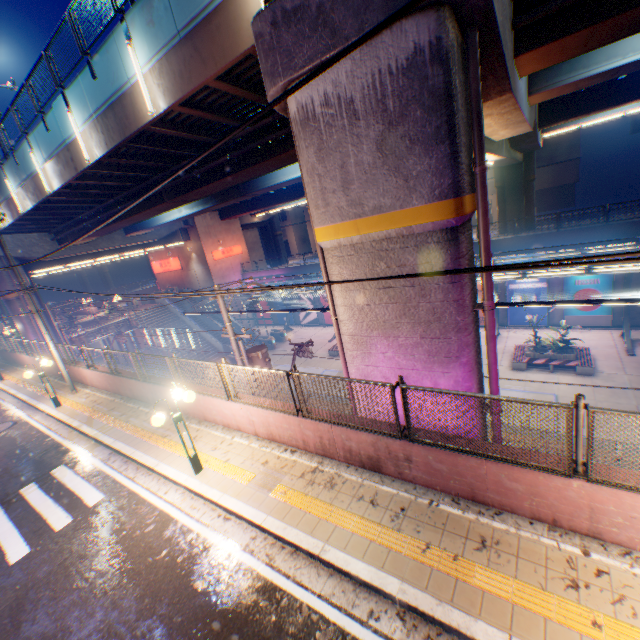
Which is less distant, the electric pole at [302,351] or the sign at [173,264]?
the electric pole at [302,351]

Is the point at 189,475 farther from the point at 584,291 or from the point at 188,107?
the point at 584,291

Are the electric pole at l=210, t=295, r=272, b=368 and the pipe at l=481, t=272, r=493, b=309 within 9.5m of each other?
yes

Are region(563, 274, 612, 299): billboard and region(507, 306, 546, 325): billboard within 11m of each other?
yes

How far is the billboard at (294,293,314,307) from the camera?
36.06m

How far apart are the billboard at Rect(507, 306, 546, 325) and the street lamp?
24.60m

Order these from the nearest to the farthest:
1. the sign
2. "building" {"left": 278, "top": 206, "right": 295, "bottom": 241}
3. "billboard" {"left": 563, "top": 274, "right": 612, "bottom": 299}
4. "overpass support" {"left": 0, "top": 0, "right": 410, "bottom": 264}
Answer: "overpass support" {"left": 0, "top": 0, "right": 410, "bottom": 264} < "billboard" {"left": 563, "top": 274, "right": 612, "bottom": 299} < the sign < "building" {"left": 278, "top": 206, "right": 295, "bottom": 241}

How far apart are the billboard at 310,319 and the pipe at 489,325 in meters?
28.8 m
